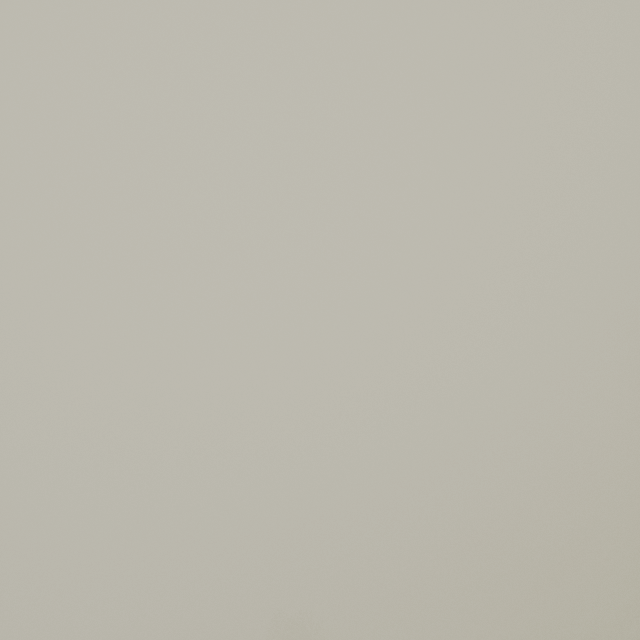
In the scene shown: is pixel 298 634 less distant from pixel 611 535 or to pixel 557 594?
pixel 557 594
